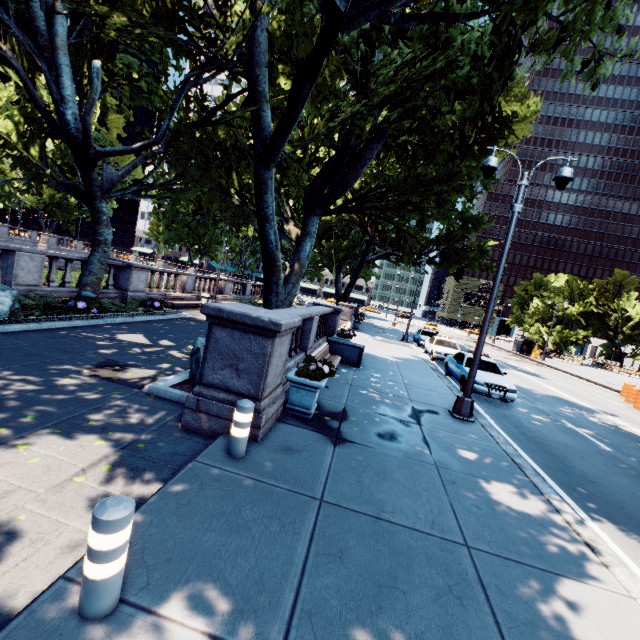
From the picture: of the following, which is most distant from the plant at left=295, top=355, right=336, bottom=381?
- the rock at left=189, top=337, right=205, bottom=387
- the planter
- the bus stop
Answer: the bus stop

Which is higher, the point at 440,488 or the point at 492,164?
the point at 492,164

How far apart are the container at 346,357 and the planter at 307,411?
5.55m

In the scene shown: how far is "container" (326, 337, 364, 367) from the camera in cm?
1284

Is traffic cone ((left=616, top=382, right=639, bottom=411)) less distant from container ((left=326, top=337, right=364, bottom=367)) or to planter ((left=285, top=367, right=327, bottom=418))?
container ((left=326, top=337, right=364, bottom=367))

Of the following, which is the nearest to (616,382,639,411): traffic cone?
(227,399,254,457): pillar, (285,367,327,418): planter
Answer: (285,367,327,418): planter

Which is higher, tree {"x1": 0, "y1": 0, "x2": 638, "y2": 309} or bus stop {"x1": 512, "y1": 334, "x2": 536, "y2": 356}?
tree {"x1": 0, "y1": 0, "x2": 638, "y2": 309}

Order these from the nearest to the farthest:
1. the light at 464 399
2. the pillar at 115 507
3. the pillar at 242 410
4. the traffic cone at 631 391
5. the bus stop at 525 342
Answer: the pillar at 115 507 < the pillar at 242 410 < the light at 464 399 < the traffic cone at 631 391 < the bus stop at 525 342
